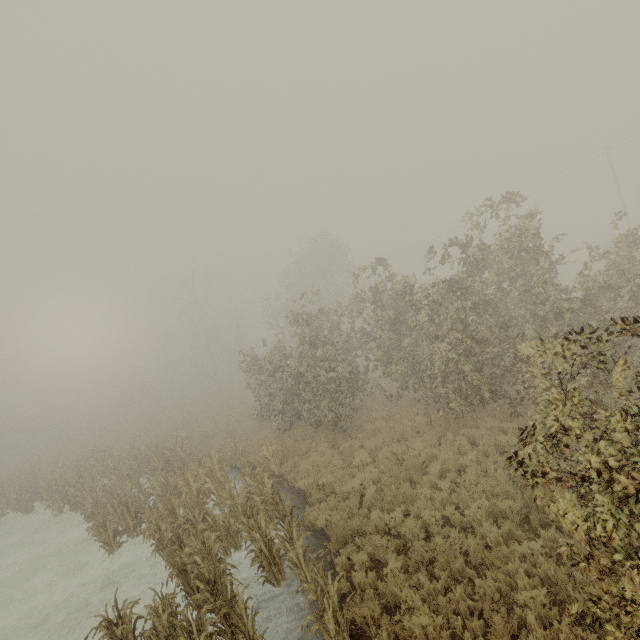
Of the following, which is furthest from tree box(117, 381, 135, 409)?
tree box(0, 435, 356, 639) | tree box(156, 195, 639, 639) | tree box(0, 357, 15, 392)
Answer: tree box(0, 435, 356, 639)

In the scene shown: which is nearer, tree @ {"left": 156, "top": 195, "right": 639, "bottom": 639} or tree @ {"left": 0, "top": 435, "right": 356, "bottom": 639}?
tree @ {"left": 156, "top": 195, "right": 639, "bottom": 639}

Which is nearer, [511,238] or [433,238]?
[511,238]

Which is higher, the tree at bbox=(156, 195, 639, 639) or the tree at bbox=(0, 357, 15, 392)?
the tree at bbox=(0, 357, 15, 392)

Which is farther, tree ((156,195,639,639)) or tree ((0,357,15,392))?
Answer: tree ((0,357,15,392))

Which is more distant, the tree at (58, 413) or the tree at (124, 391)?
the tree at (124, 391)

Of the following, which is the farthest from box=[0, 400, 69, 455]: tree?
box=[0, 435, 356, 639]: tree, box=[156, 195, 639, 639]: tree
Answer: box=[0, 435, 356, 639]: tree

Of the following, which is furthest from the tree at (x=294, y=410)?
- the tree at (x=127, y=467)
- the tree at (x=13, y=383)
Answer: the tree at (x=13, y=383)
